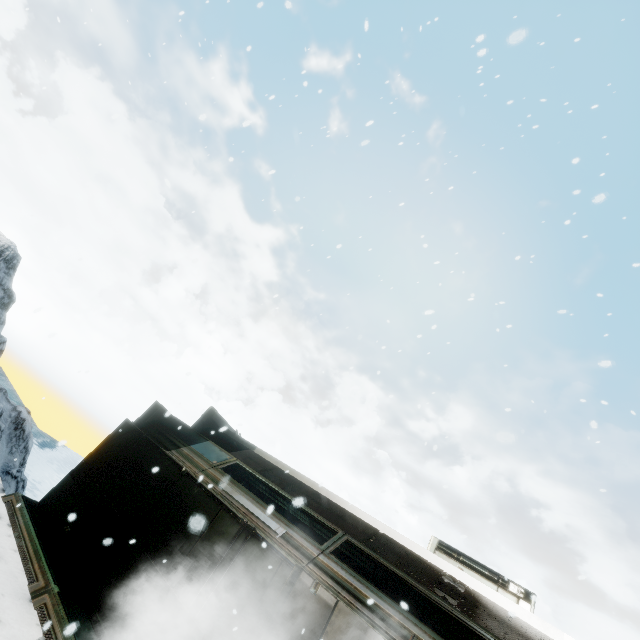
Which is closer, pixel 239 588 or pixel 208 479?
pixel 239 588
